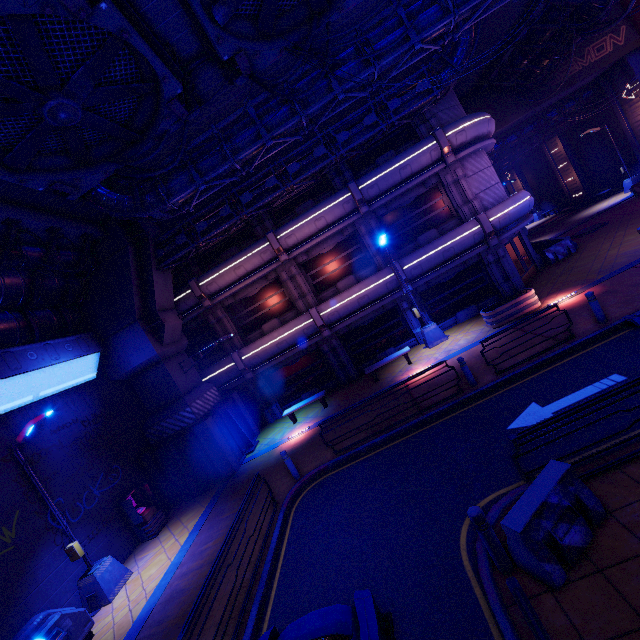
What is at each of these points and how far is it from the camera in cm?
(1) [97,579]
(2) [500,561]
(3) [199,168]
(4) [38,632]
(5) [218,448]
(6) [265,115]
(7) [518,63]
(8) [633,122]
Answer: (1) street light, 1005
(2) post, 484
(3) pipe, 1014
(4) generator, 794
(5) pillar, 1442
(6) pipe, 1020
(7) walkway, 2030
(8) tunnel, 2450

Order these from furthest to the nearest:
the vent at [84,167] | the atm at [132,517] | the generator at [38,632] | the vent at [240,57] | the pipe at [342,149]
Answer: the pipe at [342,149], the atm at [132,517], the generator at [38,632], the vent at [240,57], the vent at [84,167]

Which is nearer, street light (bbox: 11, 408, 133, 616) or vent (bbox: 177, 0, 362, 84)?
vent (bbox: 177, 0, 362, 84)

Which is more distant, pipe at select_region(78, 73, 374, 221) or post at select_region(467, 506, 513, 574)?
pipe at select_region(78, 73, 374, 221)

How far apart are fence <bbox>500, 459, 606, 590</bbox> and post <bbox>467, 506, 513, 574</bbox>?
0.09m

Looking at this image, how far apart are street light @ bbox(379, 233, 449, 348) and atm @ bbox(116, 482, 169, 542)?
14.0m

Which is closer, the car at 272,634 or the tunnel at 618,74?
the car at 272,634

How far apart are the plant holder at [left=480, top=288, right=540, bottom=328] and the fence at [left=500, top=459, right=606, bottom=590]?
9.7m
